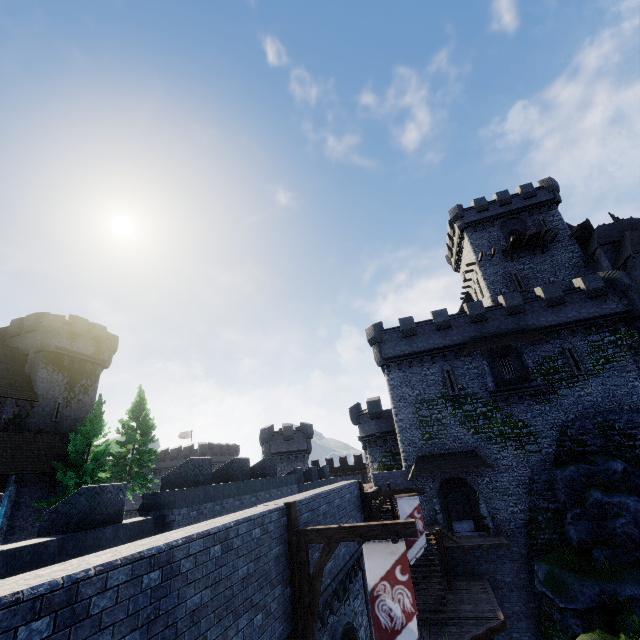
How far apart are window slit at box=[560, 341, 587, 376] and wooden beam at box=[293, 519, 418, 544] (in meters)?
24.16

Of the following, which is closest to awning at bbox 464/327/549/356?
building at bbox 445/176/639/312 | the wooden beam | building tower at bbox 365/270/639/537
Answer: building tower at bbox 365/270/639/537

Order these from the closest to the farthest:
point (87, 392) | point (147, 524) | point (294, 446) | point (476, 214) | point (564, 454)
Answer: point (147, 524) < point (564, 454) < point (87, 392) < point (476, 214) < point (294, 446)

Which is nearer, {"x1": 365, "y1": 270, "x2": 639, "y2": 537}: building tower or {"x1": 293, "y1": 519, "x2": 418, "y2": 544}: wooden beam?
{"x1": 293, "y1": 519, "x2": 418, "y2": 544}: wooden beam

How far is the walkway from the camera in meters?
20.3 m

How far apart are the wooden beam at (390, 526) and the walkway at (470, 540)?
17.3 meters

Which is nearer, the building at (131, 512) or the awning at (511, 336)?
the awning at (511, 336)

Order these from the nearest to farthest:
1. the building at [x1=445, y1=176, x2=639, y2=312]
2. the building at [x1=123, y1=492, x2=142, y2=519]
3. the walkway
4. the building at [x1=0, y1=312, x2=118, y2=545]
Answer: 1. the walkway
2. the building at [x1=0, y1=312, x2=118, y2=545]
3. the building at [x1=445, y1=176, x2=639, y2=312]
4. the building at [x1=123, y1=492, x2=142, y2=519]
